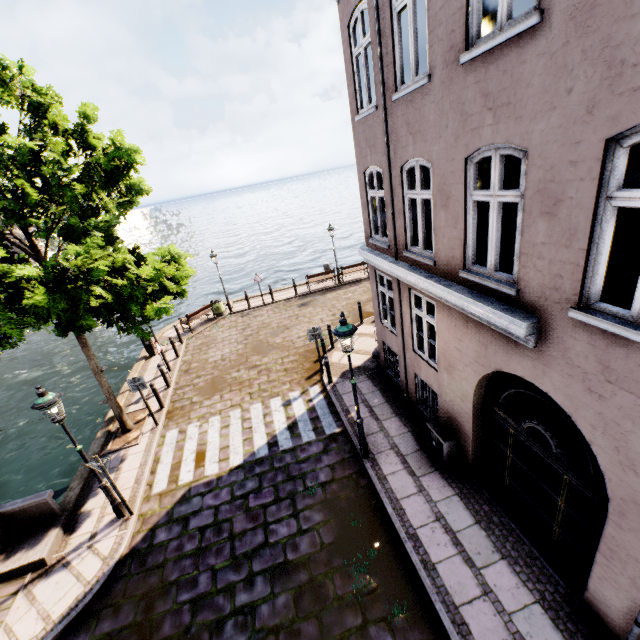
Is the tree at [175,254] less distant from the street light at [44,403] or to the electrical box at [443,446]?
the street light at [44,403]

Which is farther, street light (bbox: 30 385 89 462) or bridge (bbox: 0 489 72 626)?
bridge (bbox: 0 489 72 626)

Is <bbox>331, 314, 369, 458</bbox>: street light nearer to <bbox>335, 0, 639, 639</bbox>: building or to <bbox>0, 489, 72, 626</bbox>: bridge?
<bbox>335, 0, 639, 639</bbox>: building

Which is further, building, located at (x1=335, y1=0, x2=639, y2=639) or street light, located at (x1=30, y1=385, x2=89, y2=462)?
street light, located at (x1=30, y1=385, x2=89, y2=462)

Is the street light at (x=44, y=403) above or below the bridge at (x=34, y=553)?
above

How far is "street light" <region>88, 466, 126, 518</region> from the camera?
7.3 meters

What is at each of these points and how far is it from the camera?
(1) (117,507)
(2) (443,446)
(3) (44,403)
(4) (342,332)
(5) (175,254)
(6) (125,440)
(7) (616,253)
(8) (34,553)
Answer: (1) street light, 7.7m
(2) electrical box, 7.2m
(3) street light, 6.2m
(4) street light, 6.5m
(5) tree, 9.7m
(6) tree planter, 10.4m
(7) building, 12.5m
(8) bridge, 7.1m

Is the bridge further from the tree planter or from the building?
the building
